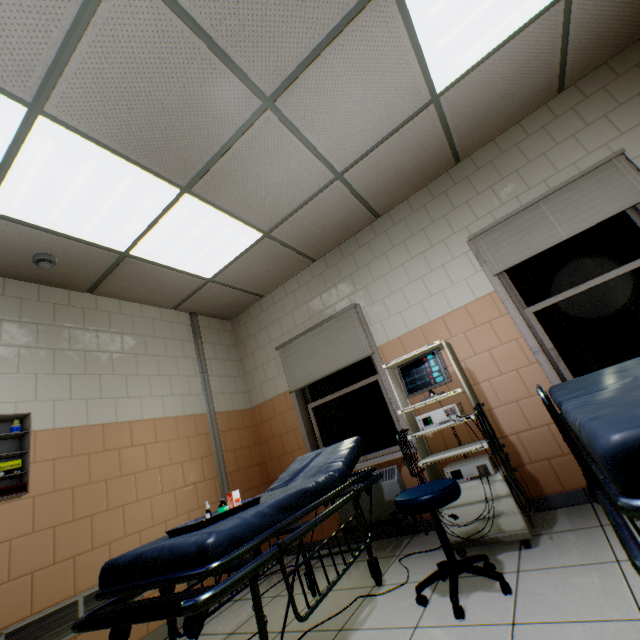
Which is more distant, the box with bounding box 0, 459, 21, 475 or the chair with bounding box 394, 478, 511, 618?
the box with bounding box 0, 459, 21, 475

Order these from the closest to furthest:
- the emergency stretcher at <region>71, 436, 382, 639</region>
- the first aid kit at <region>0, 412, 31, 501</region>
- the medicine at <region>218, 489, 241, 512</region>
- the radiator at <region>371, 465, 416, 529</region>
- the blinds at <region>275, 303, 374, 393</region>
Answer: the emergency stretcher at <region>71, 436, 382, 639</region> < the medicine at <region>218, 489, 241, 512</region> < the first aid kit at <region>0, 412, 31, 501</region> < the radiator at <region>371, 465, 416, 529</region> < the blinds at <region>275, 303, 374, 393</region>

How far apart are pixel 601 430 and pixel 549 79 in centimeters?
352cm

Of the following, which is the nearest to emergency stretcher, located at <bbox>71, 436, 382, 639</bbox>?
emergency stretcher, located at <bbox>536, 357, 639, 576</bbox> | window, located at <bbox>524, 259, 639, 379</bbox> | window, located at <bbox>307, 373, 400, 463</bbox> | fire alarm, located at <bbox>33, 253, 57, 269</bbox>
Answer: window, located at <bbox>307, 373, 400, 463</bbox>

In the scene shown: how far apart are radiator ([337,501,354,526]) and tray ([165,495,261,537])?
1.67m

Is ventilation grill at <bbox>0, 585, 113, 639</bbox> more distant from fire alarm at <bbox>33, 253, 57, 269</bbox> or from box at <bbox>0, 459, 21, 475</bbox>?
fire alarm at <bbox>33, 253, 57, 269</bbox>

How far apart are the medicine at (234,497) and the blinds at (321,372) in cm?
194

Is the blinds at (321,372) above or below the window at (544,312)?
above
